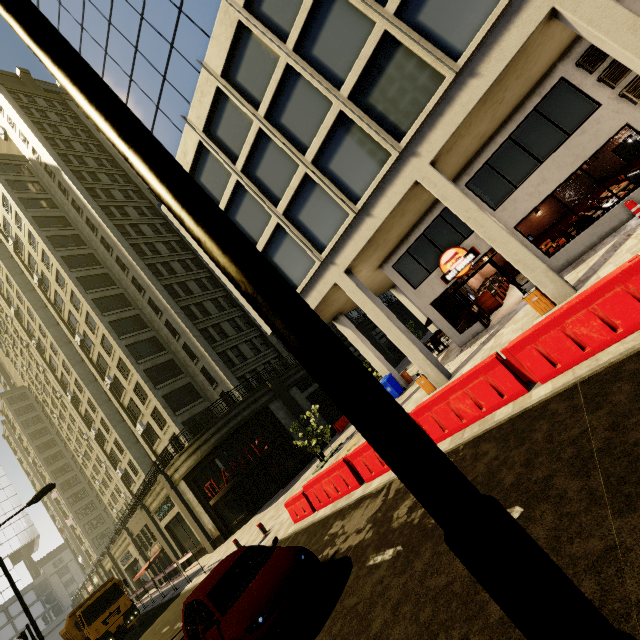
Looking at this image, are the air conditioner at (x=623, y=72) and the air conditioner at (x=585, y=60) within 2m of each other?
yes

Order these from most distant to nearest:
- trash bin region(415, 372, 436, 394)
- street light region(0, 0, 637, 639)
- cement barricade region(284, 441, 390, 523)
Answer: trash bin region(415, 372, 436, 394) < cement barricade region(284, 441, 390, 523) < street light region(0, 0, 637, 639)

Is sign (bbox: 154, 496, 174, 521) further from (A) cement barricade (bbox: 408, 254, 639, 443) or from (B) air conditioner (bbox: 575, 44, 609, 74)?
(B) air conditioner (bbox: 575, 44, 609, 74)

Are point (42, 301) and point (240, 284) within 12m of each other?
no

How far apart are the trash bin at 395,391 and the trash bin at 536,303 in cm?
904

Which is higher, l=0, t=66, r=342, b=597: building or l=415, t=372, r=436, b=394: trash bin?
l=0, t=66, r=342, b=597: building

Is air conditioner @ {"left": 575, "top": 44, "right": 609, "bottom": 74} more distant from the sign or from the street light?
the sign

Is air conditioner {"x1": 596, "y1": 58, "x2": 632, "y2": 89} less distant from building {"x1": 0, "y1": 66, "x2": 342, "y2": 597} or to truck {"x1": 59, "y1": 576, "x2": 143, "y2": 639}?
building {"x1": 0, "y1": 66, "x2": 342, "y2": 597}
